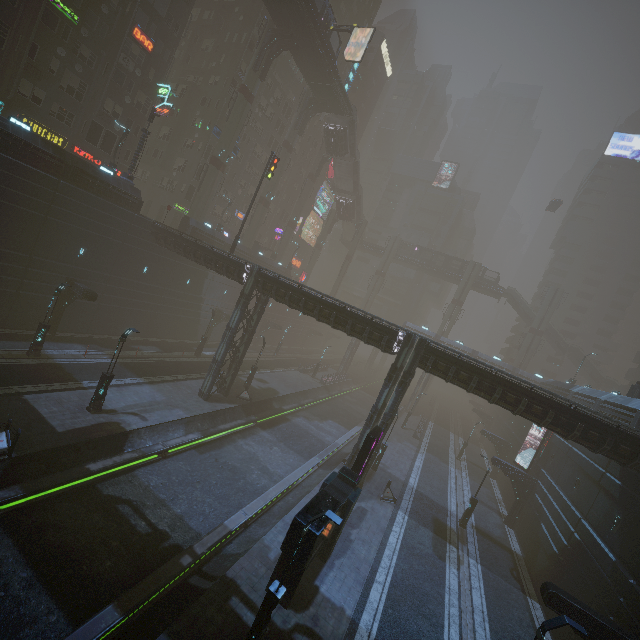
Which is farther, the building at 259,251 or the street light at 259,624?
the building at 259,251

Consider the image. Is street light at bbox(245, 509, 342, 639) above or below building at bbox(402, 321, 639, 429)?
below

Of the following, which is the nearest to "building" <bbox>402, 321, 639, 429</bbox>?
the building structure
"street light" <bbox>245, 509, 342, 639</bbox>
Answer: "street light" <bbox>245, 509, 342, 639</bbox>

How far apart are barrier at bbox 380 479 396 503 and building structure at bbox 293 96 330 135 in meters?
47.4 m

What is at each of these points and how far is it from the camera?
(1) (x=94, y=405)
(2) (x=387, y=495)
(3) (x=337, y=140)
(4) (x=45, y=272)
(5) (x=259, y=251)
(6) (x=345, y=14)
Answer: (1) street light, 18.94m
(2) barrier, 23.77m
(3) bridge, 50.81m
(4) building, 24.81m
(5) building, 49.12m
(6) building, 57.25m

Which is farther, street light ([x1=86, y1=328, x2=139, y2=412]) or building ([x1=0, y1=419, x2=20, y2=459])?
street light ([x1=86, y1=328, x2=139, y2=412])

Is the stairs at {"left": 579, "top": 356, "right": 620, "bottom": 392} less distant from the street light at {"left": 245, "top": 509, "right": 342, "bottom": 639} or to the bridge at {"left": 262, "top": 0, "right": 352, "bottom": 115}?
the bridge at {"left": 262, "top": 0, "right": 352, "bottom": 115}

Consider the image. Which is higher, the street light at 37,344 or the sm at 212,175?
the sm at 212,175
